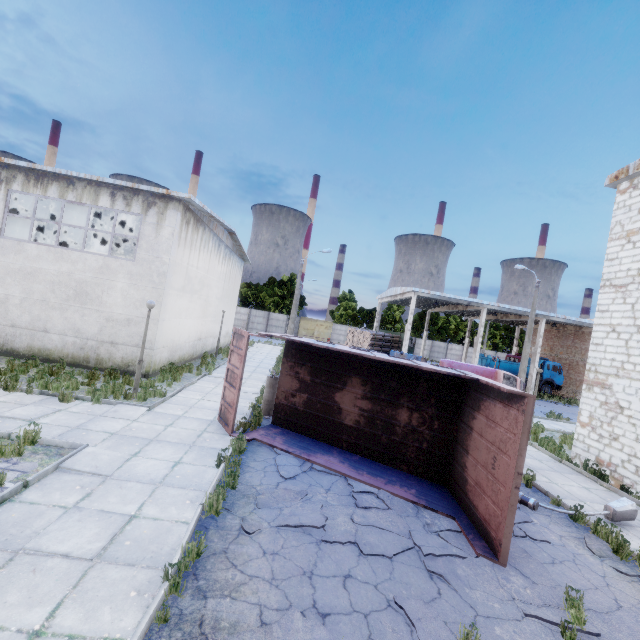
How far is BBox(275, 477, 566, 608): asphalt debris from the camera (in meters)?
5.15

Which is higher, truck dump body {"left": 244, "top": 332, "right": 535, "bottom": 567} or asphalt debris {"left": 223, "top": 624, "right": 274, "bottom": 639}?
truck dump body {"left": 244, "top": 332, "right": 535, "bottom": 567}

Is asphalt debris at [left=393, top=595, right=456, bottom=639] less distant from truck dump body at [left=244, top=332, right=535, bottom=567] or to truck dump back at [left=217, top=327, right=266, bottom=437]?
truck dump body at [left=244, top=332, right=535, bottom=567]

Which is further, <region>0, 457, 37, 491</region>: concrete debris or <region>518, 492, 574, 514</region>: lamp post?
<region>518, 492, 574, 514</region>: lamp post

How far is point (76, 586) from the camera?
4.0 meters

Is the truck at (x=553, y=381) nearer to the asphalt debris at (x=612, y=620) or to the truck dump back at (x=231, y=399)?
the truck dump back at (x=231, y=399)

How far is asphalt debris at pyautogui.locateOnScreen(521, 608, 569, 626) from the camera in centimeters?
463cm

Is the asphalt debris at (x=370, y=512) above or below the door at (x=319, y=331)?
below
